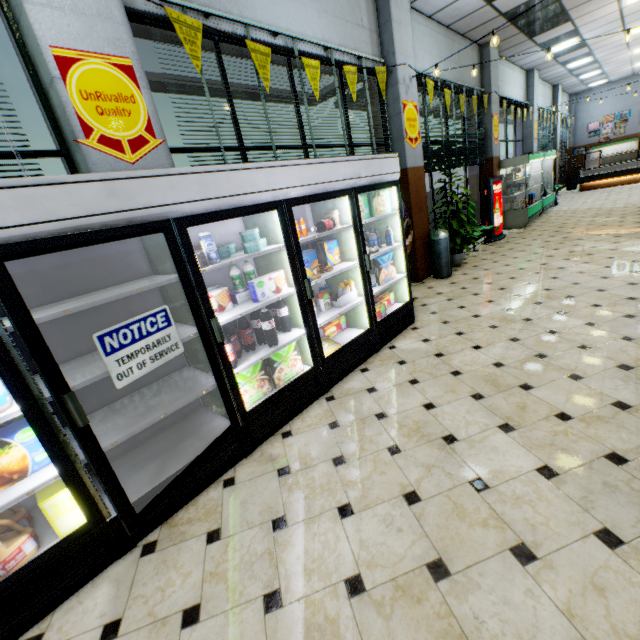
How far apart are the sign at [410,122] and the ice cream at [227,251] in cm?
441

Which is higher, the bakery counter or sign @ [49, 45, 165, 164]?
sign @ [49, 45, 165, 164]

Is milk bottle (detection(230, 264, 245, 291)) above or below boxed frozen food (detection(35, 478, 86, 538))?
above

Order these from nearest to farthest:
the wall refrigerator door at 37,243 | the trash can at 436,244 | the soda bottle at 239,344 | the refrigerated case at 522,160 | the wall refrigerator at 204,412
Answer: the wall refrigerator door at 37,243
the wall refrigerator at 204,412
the soda bottle at 239,344
the trash can at 436,244
the refrigerated case at 522,160

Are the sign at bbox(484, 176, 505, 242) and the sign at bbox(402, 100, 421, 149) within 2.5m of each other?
no

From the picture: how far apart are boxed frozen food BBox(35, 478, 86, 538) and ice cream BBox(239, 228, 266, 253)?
2.1m

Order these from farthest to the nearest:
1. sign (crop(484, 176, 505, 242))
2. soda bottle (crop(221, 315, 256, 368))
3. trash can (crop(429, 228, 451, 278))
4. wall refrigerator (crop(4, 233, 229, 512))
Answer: sign (crop(484, 176, 505, 242)), trash can (crop(429, 228, 451, 278)), soda bottle (crop(221, 315, 256, 368)), wall refrigerator (crop(4, 233, 229, 512))

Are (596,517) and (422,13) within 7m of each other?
no
